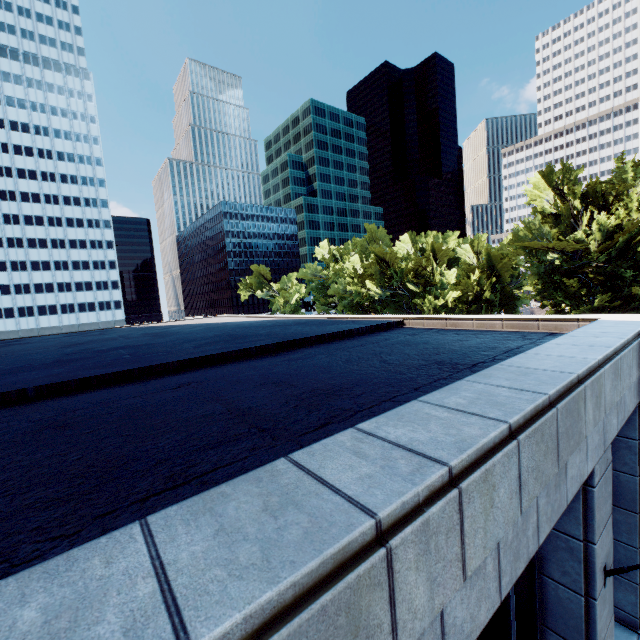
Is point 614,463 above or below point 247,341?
below

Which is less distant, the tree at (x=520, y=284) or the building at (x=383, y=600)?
the building at (x=383, y=600)

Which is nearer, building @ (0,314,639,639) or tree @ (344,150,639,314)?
building @ (0,314,639,639)
